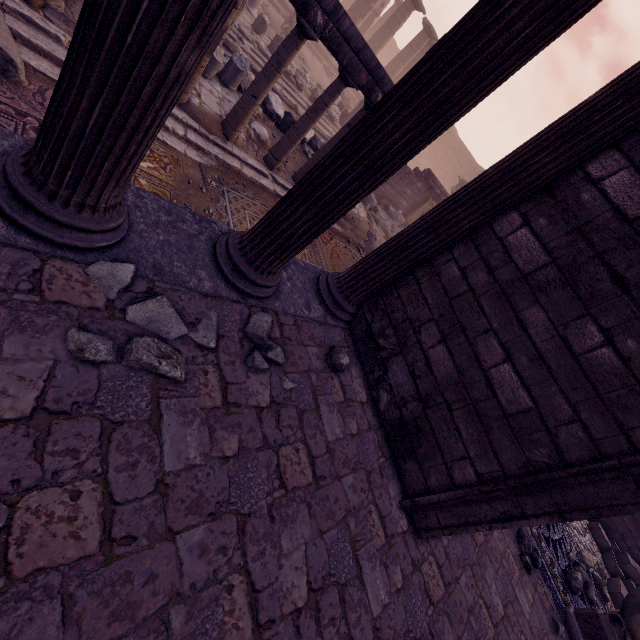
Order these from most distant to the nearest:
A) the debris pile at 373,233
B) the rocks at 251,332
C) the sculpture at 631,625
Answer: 1. the debris pile at 373,233
2. the sculpture at 631,625
3. the rocks at 251,332

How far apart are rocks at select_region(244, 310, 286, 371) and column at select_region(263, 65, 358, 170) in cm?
572

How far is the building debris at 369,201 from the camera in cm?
1009

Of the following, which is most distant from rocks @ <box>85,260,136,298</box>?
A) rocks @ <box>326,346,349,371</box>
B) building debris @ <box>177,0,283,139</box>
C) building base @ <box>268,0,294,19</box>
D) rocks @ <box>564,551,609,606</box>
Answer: building base @ <box>268,0,294,19</box>

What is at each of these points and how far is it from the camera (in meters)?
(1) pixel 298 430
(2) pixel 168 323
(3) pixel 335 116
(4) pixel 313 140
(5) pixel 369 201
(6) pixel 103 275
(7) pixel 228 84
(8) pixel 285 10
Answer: (1) building, 2.64
(2) rocks, 2.15
(3) building debris, 14.86
(4) building debris, 10.08
(5) building debris, 11.84
(6) rocks, 2.01
(7) building debris, 7.57
(8) building base, 17.50

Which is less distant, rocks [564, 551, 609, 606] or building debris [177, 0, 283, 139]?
rocks [564, 551, 609, 606]

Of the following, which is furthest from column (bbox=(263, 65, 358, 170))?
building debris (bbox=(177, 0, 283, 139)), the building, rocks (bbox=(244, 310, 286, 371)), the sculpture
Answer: the sculpture

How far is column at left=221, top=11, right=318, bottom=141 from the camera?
5.5 meters
